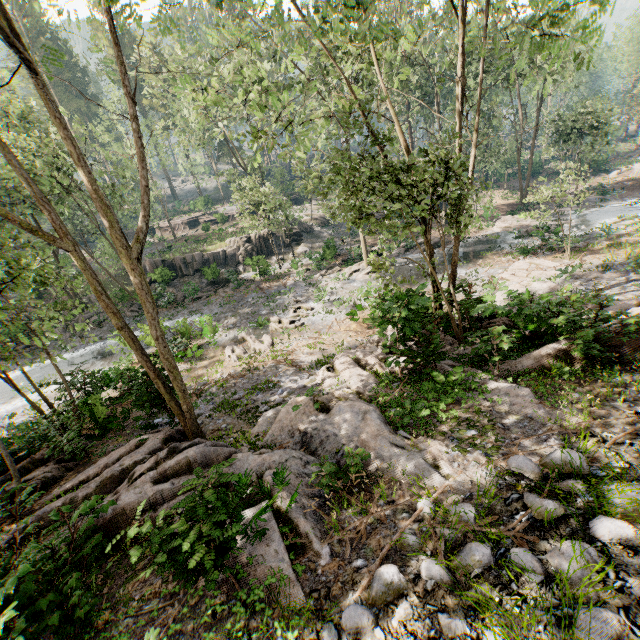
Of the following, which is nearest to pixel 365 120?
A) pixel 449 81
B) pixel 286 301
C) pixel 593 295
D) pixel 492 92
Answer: pixel 593 295

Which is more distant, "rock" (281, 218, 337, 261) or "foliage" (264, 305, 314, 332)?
"rock" (281, 218, 337, 261)

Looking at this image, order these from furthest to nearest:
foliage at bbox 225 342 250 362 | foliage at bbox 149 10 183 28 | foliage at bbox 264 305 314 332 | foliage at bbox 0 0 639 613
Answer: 1. foliage at bbox 264 305 314 332
2. foliage at bbox 225 342 250 362
3. foliage at bbox 149 10 183 28
4. foliage at bbox 0 0 639 613

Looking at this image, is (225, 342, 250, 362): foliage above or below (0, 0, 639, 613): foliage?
below

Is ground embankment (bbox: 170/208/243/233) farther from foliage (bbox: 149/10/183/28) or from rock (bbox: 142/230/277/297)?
rock (bbox: 142/230/277/297)

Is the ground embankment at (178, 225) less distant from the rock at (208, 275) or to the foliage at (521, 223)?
the foliage at (521, 223)

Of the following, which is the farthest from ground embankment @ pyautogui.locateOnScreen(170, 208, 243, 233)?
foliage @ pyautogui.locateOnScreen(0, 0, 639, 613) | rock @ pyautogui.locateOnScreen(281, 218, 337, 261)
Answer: rock @ pyautogui.locateOnScreen(281, 218, 337, 261)
